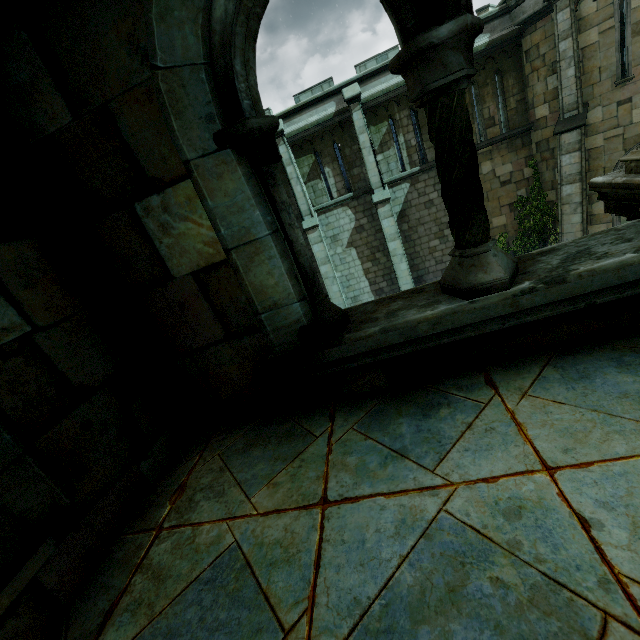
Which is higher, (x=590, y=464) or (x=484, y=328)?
(x=484, y=328)

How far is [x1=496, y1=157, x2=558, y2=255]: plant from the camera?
14.7 meters

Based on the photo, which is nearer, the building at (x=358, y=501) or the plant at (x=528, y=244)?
the building at (x=358, y=501)

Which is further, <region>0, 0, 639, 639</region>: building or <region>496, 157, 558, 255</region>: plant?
<region>496, 157, 558, 255</region>: plant

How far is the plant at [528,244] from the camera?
14.7m

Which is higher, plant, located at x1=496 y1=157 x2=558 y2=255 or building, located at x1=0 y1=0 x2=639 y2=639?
building, located at x1=0 y1=0 x2=639 y2=639
